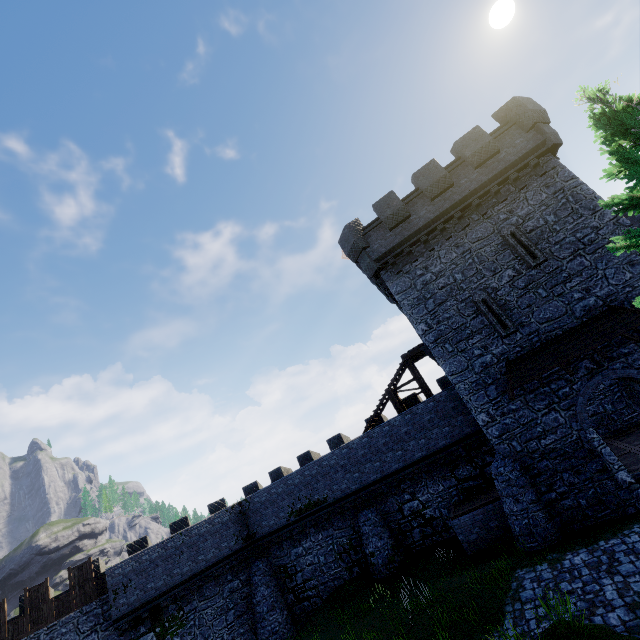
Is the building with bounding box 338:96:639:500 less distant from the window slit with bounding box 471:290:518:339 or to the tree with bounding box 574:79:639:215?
the window slit with bounding box 471:290:518:339

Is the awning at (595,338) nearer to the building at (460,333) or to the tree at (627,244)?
the building at (460,333)

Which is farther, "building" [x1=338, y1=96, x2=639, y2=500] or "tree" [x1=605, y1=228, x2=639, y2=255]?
"building" [x1=338, y1=96, x2=639, y2=500]

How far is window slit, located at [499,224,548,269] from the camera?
14.6 meters

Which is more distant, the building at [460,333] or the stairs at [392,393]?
the stairs at [392,393]

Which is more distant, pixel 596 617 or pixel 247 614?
pixel 247 614

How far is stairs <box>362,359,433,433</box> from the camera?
19.83m

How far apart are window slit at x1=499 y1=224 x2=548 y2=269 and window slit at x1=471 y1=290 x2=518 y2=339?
1.85m
